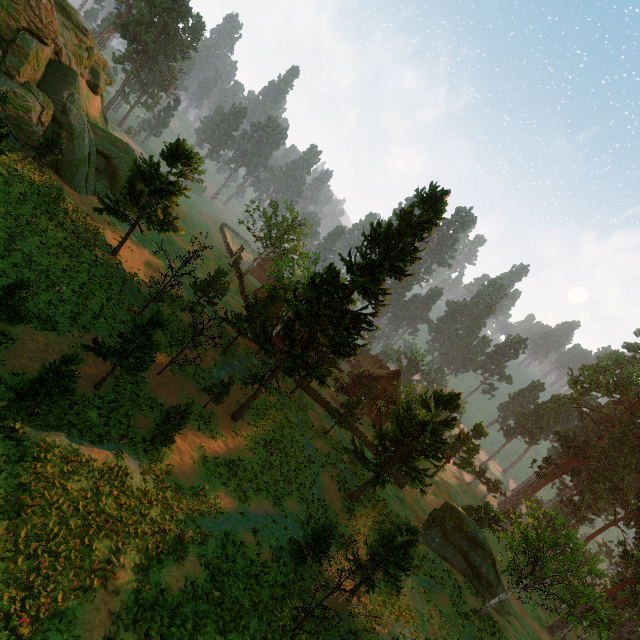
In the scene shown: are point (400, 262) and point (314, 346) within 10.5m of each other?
yes

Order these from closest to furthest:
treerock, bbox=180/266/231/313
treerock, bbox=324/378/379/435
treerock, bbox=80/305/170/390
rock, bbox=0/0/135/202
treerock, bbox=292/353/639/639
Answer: treerock, bbox=80/305/170/390, treerock, bbox=292/353/639/639, rock, bbox=0/0/135/202, treerock, bbox=180/266/231/313, treerock, bbox=324/378/379/435

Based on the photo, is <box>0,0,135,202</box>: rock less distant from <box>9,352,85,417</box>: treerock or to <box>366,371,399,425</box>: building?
<box>9,352,85,417</box>: treerock

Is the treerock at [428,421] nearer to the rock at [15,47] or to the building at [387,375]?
the building at [387,375]

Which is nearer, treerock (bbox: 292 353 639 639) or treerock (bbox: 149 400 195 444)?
treerock (bbox: 149 400 195 444)

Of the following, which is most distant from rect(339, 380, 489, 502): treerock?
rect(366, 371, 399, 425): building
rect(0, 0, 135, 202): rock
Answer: rect(0, 0, 135, 202): rock

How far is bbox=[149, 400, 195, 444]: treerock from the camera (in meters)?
18.64
